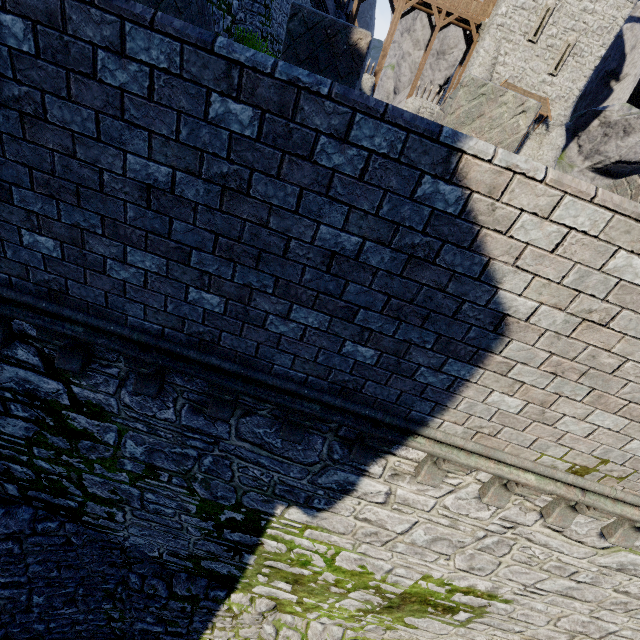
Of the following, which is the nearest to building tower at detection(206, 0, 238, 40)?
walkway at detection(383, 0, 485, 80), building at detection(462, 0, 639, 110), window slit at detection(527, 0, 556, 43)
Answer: building at detection(462, 0, 639, 110)

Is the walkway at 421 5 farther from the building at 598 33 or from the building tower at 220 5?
the building tower at 220 5

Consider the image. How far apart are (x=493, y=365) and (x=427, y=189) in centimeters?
171cm

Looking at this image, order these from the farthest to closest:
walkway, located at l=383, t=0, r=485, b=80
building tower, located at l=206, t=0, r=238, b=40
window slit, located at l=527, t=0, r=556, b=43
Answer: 1. walkway, located at l=383, t=0, r=485, b=80
2. window slit, located at l=527, t=0, r=556, b=43
3. building tower, located at l=206, t=0, r=238, b=40

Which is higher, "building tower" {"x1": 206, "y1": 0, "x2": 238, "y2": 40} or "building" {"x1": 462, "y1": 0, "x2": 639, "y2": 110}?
"building" {"x1": 462, "y1": 0, "x2": 639, "y2": 110}

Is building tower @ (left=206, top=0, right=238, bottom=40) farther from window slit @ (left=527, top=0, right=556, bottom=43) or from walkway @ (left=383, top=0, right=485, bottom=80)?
window slit @ (left=527, top=0, right=556, bottom=43)

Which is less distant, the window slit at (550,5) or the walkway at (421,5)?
the window slit at (550,5)
